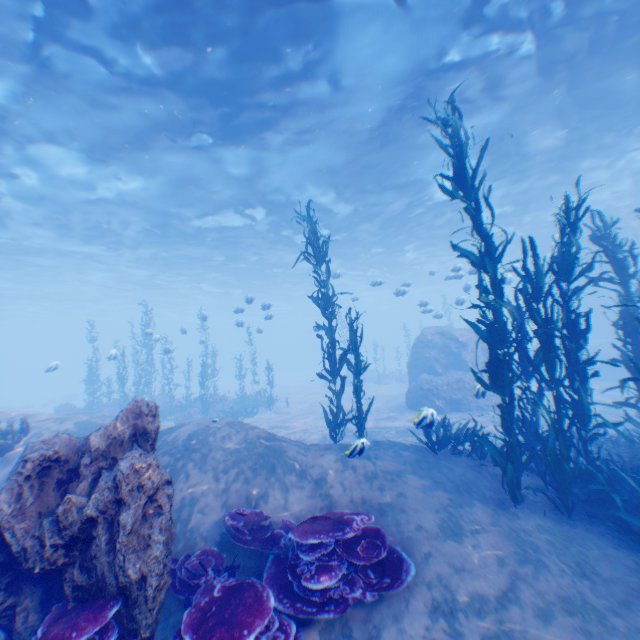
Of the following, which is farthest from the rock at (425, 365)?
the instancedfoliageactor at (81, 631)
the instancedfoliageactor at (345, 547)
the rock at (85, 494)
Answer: the instancedfoliageactor at (81, 631)

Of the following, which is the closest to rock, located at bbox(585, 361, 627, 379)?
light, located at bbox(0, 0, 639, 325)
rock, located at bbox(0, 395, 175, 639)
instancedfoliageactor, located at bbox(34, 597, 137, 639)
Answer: light, located at bbox(0, 0, 639, 325)

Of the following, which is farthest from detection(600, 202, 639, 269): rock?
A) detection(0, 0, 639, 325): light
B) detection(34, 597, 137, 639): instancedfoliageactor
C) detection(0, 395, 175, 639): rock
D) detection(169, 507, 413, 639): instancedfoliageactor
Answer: detection(34, 597, 137, 639): instancedfoliageactor

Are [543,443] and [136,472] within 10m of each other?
yes

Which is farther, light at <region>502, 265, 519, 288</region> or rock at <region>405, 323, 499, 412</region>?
light at <region>502, 265, 519, 288</region>

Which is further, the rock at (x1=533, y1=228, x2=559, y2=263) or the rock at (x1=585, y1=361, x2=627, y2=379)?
the rock at (x1=533, y1=228, x2=559, y2=263)

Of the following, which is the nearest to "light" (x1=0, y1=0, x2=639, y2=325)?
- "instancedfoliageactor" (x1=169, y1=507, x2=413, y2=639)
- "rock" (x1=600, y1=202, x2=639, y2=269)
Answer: "rock" (x1=600, y1=202, x2=639, y2=269)

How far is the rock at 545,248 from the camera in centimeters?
2314cm
